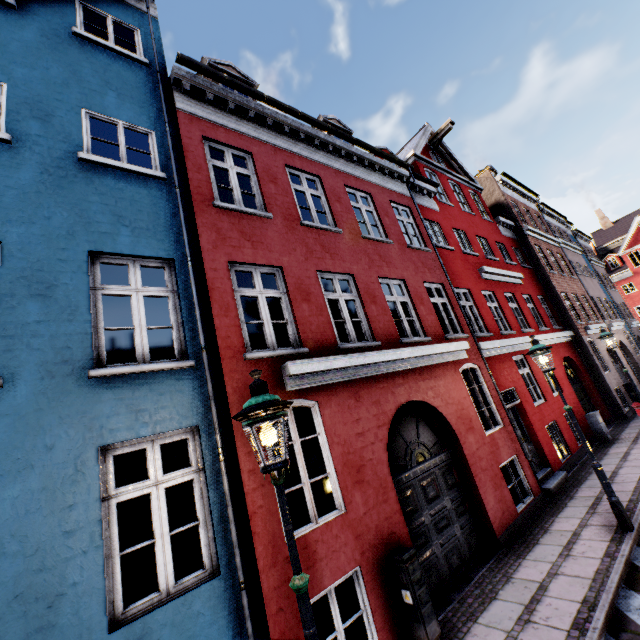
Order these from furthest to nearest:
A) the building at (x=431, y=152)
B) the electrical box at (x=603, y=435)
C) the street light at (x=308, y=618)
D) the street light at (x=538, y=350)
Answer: the electrical box at (x=603, y=435) < the street light at (x=538, y=350) < the building at (x=431, y=152) < the street light at (x=308, y=618)

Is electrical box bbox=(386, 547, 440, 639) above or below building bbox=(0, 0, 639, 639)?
below

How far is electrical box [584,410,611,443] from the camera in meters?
12.0

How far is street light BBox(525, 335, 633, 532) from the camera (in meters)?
6.14

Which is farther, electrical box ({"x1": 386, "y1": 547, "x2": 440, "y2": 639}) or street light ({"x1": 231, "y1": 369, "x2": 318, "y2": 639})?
electrical box ({"x1": 386, "y1": 547, "x2": 440, "y2": 639})

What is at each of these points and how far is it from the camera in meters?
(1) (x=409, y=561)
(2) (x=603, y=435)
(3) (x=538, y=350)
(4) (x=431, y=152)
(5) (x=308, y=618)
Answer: (1) electrical box, 4.8
(2) electrical box, 12.0
(3) street light, 7.0
(4) building, 16.0
(5) street light, 2.3

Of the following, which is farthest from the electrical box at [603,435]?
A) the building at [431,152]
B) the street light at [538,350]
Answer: the street light at [538,350]

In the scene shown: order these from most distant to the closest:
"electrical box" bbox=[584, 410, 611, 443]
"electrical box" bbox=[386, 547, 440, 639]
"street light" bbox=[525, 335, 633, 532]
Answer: "electrical box" bbox=[584, 410, 611, 443]
"street light" bbox=[525, 335, 633, 532]
"electrical box" bbox=[386, 547, 440, 639]
